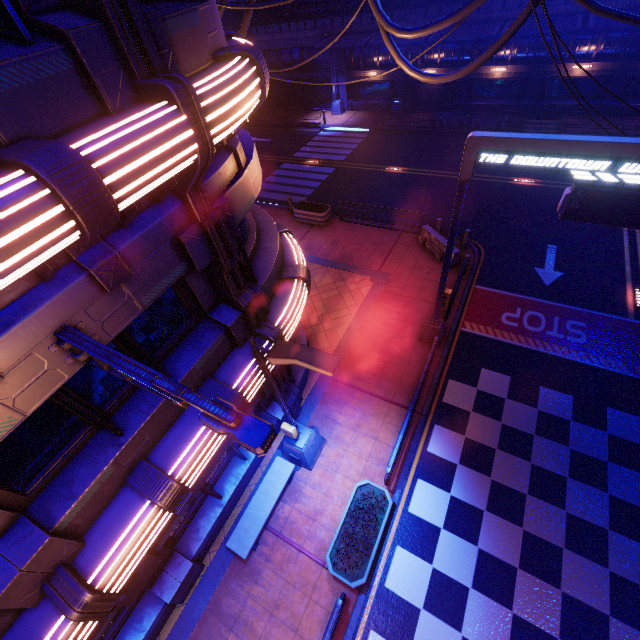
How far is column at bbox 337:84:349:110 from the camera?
29.3 meters

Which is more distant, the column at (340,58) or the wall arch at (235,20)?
the wall arch at (235,20)

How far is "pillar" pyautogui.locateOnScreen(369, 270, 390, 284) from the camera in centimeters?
1477cm

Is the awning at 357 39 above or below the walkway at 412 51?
above

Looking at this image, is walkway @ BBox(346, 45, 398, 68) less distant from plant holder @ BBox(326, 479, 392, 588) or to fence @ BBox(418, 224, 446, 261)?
fence @ BBox(418, 224, 446, 261)

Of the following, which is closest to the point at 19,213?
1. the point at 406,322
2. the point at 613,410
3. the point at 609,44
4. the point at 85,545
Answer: the point at 85,545

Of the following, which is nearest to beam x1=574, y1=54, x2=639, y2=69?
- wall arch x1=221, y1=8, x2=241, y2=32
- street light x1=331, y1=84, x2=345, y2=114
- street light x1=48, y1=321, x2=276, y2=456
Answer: street light x1=331, y1=84, x2=345, y2=114
